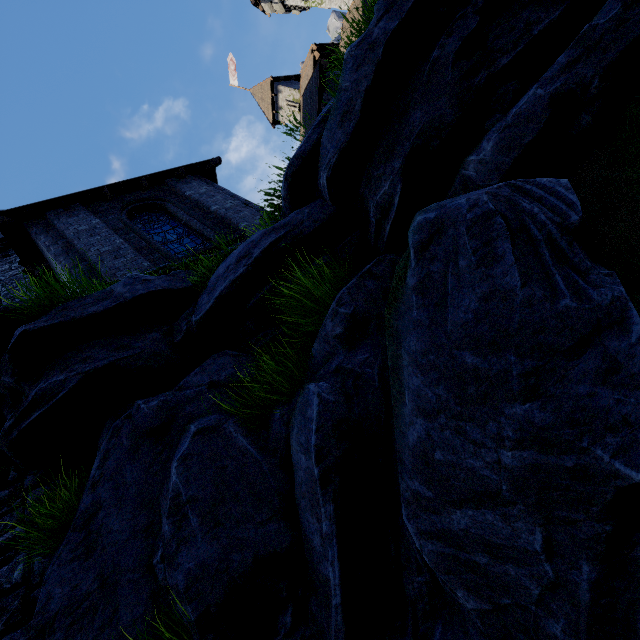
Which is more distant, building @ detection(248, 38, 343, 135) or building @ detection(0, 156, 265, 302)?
building @ detection(248, 38, 343, 135)

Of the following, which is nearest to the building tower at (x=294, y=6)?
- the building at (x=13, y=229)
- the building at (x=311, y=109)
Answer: the building at (x=311, y=109)

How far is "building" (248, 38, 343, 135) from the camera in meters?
13.6

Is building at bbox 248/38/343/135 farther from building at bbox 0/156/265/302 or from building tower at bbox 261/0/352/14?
building tower at bbox 261/0/352/14

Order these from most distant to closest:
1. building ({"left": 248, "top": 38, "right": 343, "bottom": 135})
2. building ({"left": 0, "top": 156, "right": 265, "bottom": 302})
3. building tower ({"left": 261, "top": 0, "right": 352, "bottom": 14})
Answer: building tower ({"left": 261, "top": 0, "right": 352, "bottom": 14})
building ({"left": 248, "top": 38, "right": 343, "bottom": 135})
building ({"left": 0, "top": 156, "right": 265, "bottom": 302})

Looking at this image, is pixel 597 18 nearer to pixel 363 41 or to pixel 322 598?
pixel 363 41

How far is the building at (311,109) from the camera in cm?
1357

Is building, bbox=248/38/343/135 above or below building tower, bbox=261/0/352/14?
below
